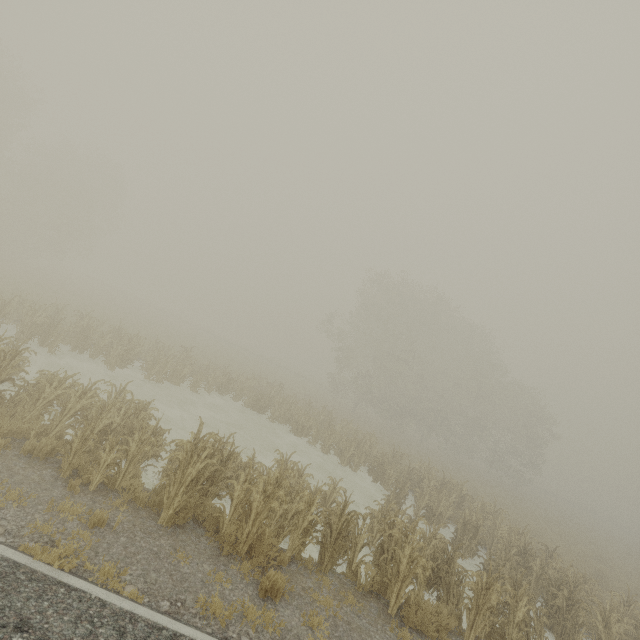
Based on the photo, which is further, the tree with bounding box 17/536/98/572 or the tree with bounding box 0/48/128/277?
the tree with bounding box 0/48/128/277

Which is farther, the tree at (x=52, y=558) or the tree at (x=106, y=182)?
the tree at (x=106, y=182)

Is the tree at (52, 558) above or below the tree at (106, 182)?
below

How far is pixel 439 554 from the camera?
9.7 meters

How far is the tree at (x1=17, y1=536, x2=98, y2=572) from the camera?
4.79m

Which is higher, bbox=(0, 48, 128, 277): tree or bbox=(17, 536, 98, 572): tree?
bbox=(0, 48, 128, 277): tree
